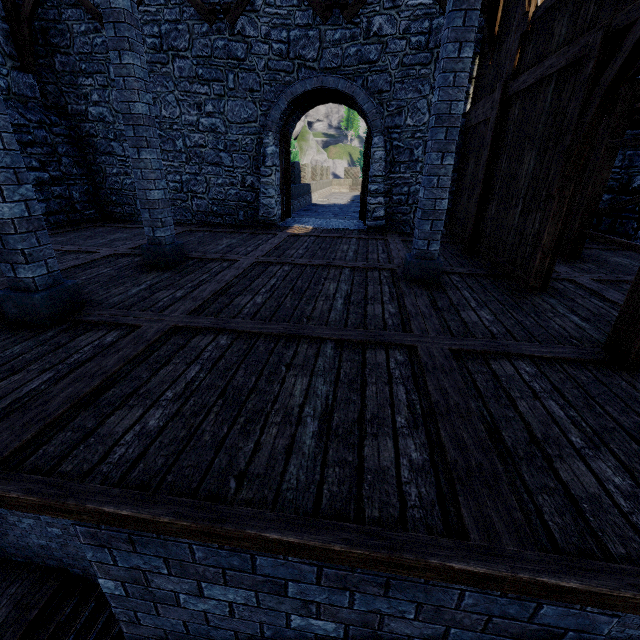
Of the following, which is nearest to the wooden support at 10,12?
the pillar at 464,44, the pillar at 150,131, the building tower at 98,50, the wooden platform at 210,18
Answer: the building tower at 98,50

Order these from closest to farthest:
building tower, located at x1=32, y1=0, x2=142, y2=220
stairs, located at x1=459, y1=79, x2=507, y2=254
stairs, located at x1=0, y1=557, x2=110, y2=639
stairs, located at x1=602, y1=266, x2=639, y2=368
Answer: stairs, located at x1=602, y1=266, x2=639, y2=368 < stairs, located at x1=459, y1=79, x2=507, y2=254 < stairs, located at x1=0, y1=557, x2=110, y2=639 < building tower, located at x1=32, y1=0, x2=142, y2=220

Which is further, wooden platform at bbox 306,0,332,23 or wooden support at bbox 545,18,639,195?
wooden platform at bbox 306,0,332,23

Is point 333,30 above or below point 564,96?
above

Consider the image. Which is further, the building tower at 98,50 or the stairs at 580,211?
the building tower at 98,50

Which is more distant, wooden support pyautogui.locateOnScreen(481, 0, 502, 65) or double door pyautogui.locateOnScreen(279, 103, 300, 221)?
double door pyautogui.locateOnScreen(279, 103, 300, 221)

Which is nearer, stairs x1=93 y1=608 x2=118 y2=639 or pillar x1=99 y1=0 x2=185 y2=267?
pillar x1=99 y1=0 x2=185 y2=267

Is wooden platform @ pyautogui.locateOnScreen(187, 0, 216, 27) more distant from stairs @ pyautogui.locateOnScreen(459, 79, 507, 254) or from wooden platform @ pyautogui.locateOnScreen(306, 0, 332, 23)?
stairs @ pyautogui.locateOnScreen(459, 79, 507, 254)
